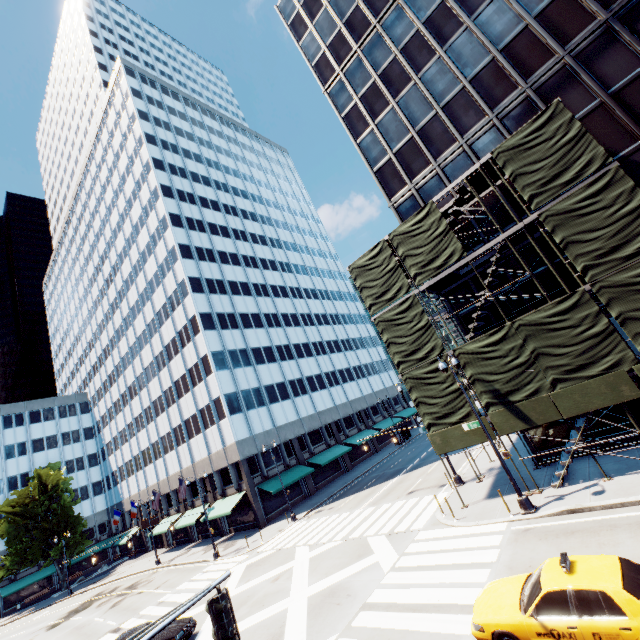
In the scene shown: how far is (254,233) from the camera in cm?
5753

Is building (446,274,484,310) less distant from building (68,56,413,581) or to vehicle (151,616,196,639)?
vehicle (151,616,196,639)

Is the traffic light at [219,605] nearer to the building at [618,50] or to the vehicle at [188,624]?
the vehicle at [188,624]

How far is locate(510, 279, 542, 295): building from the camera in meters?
18.4

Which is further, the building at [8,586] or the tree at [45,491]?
the building at [8,586]

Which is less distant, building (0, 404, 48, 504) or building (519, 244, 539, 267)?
building (519, 244, 539, 267)

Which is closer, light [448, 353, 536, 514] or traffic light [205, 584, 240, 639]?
traffic light [205, 584, 240, 639]
